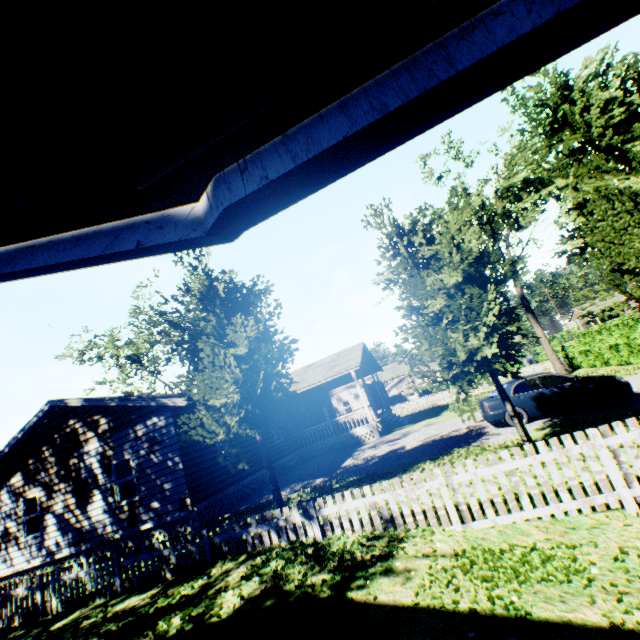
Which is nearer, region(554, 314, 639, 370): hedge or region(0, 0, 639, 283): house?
region(0, 0, 639, 283): house

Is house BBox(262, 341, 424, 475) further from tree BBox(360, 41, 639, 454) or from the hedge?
the hedge

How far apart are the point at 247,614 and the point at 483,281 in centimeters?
762cm

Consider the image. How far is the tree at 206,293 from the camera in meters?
8.5 m

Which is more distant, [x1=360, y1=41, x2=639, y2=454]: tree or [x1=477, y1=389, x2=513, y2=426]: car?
[x1=477, y1=389, x2=513, y2=426]: car

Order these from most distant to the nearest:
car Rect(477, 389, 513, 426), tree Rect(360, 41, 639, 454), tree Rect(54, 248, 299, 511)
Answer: car Rect(477, 389, 513, 426)
tree Rect(54, 248, 299, 511)
tree Rect(360, 41, 639, 454)

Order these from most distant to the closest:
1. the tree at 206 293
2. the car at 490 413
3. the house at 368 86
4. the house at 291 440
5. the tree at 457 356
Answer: the house at 291 440 < the car at 490 413 < the tree at 206 293 < the tree at 457 356 < the house at 368 86

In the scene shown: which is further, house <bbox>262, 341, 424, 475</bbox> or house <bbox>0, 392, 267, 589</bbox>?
house <bbox>262, 341, 424, 475</bbox>
